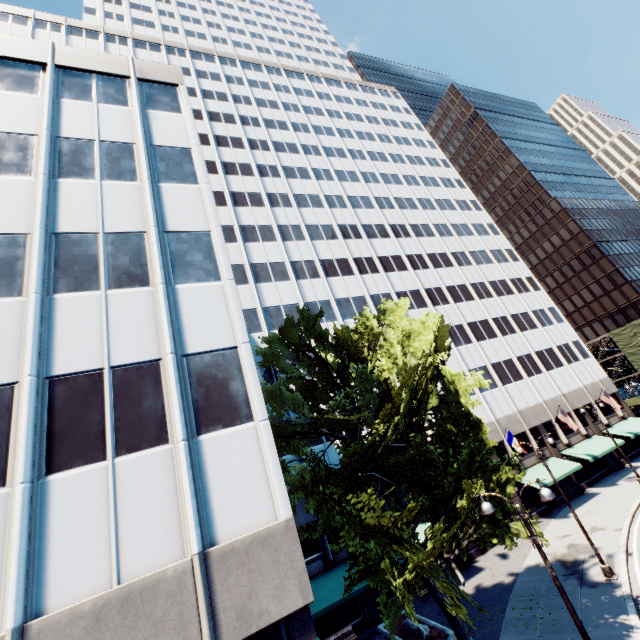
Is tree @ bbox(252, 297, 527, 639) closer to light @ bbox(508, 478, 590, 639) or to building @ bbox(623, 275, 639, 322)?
light @ bbox(508, 478, 590, 639)

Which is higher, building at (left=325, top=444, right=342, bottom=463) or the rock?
building at (left=325, top=444, right=342, bottom=463)

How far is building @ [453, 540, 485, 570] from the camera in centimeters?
2494cm

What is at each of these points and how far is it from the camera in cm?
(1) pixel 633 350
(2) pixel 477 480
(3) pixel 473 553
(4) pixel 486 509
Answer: (1) scaffolding, 5716
(2) tree, 1242
(3) building, 2611
(4) light, 1056

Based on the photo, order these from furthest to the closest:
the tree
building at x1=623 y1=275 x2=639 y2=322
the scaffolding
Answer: building at x1=623 y1=275 x2=639 y2=322, the scaffolding, the tree

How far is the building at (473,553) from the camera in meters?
24.9

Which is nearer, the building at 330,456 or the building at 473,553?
the building at 473,553
